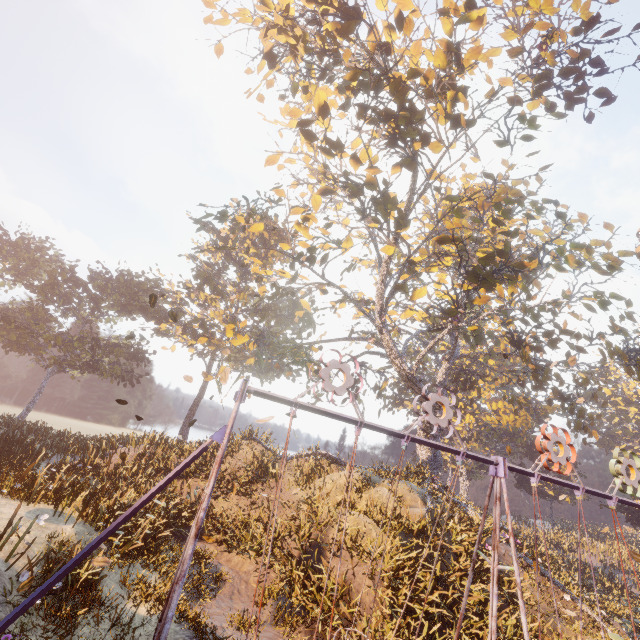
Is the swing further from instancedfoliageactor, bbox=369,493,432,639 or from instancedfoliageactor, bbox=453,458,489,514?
instancedfoliageactor, bbox=453,458,489,514

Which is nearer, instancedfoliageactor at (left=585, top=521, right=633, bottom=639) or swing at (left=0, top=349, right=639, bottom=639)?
swing at (left=0, top=349, right=639, bottom=639)

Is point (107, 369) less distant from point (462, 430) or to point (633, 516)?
point (462, 430)

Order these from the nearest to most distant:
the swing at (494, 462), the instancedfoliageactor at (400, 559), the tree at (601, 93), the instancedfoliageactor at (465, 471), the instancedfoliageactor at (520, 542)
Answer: the swing at (494, 462)
the instancedfoliageactor at (400, 559)
the tree at (601, 93)
the instancedfoliageactor at (520, 542)
the instancedfoliageactor at (465, 471)

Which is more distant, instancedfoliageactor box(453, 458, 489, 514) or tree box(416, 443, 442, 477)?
tree box(416, 443, 442, 477)

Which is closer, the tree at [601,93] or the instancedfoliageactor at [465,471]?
the tree at [601,93]

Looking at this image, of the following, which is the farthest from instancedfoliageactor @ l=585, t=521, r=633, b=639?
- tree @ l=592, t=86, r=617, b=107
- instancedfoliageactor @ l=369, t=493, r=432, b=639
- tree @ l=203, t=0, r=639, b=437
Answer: tree @ l=592, t=86, r=617, b=107

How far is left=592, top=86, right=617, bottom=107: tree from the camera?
13.1 meters
